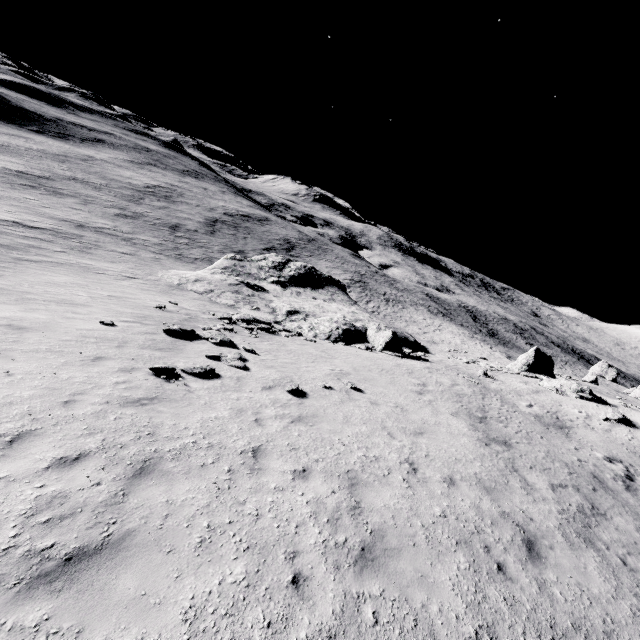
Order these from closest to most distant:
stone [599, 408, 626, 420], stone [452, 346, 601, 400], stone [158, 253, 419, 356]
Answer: stone [599, 408, 626, 420], stone [452, 346, 601, 400], stone [158, 253, 419, 356]

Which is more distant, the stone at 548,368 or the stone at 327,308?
the stone at 327,308

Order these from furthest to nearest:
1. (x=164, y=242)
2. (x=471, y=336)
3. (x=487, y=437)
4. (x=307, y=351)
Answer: (x=471, y=336)
(x=164, y=242)
(x=307, y=351)
(x=487, y=437)

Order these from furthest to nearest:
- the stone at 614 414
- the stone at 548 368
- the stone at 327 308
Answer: the stone at 327 308 → the stone at 548 368 → the stone at 614 414

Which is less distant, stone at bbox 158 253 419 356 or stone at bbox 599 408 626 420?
stone at bbox 599 408 626 420

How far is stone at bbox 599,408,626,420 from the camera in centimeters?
1827cm

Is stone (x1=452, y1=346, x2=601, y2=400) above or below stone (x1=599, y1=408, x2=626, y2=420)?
below
